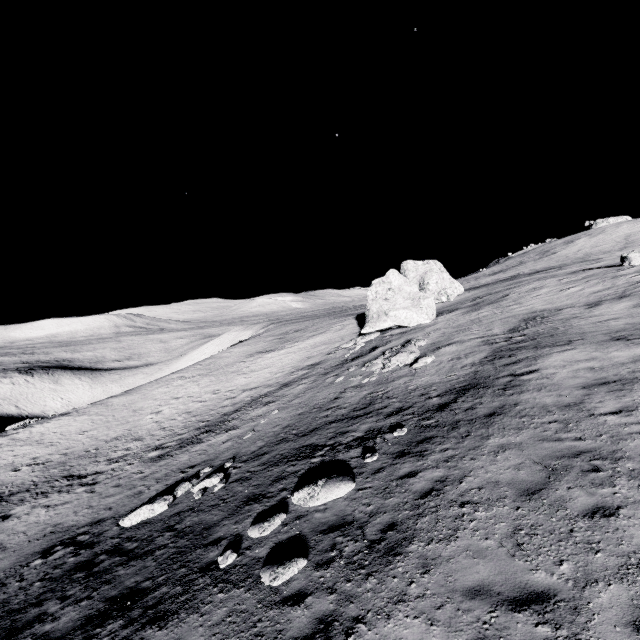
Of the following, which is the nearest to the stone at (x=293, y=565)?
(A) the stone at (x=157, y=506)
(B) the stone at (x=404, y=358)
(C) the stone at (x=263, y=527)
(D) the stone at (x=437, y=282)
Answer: (C) the stone at (x=263, y=527)

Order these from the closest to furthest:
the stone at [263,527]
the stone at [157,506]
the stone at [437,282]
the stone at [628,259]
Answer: the stone at [263,527] < the stone at [157,506] < the stone at [628,259] < the stone at [437,282]

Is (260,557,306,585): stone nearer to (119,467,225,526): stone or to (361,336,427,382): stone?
(119,467,225,526): stone

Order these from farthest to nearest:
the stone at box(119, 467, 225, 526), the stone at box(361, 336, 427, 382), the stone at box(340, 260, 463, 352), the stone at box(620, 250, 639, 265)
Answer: the stone at box(340, 260, 463, 352) → the stone at box(620, 250, 639, 265) → the stone at box(361, 336, 427, 382) → the stone at box(119, 467, 225, 526)

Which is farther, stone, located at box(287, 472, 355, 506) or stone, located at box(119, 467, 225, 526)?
stone, located at box(119, 467, 225, 526)

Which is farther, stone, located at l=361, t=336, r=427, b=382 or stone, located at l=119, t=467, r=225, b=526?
stone, located at l=361, t=336, r=427, b=382

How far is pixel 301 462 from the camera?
12.6 meters

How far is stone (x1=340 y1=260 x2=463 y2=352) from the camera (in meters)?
29.64
